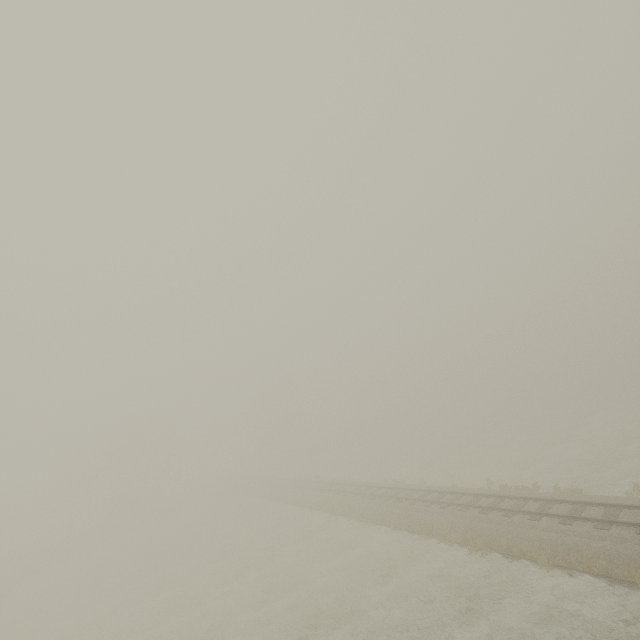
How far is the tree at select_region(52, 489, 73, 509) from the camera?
57.7m

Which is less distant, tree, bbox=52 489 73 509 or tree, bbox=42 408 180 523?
tree, bbox=42 408 180 523

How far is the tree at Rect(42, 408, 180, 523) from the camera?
52.03m

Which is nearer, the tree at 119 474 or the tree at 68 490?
the tree at 119 474

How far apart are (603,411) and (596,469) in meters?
17.5 m

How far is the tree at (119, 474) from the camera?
52.03m
